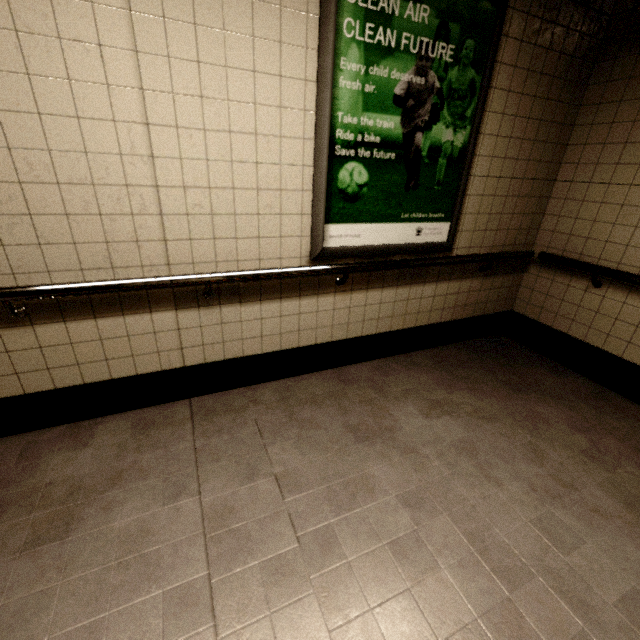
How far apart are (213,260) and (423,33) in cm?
187
